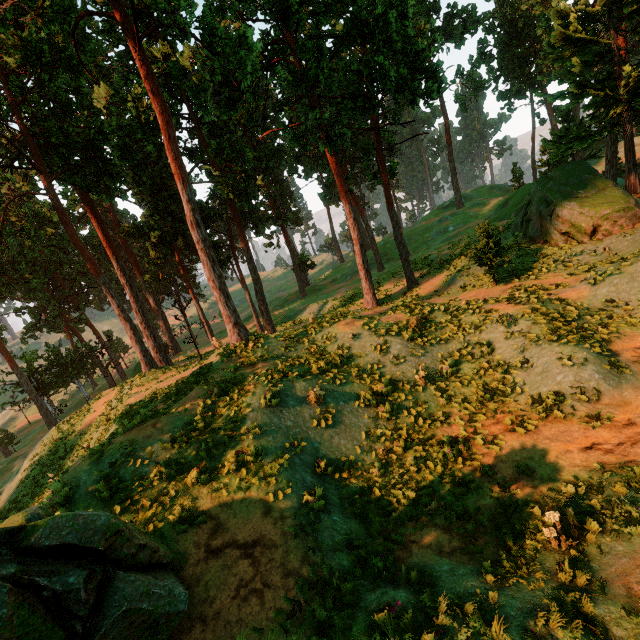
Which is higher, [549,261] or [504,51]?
[504,51]

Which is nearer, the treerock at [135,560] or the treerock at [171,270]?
the treerock at [135,560]

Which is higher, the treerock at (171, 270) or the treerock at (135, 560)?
the treerock at (171, 270)

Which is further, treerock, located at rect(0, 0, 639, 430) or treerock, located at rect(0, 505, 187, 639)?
treerock, located at rect(0, 0, 639, 430)

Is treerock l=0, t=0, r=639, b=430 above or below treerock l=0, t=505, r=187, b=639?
above
